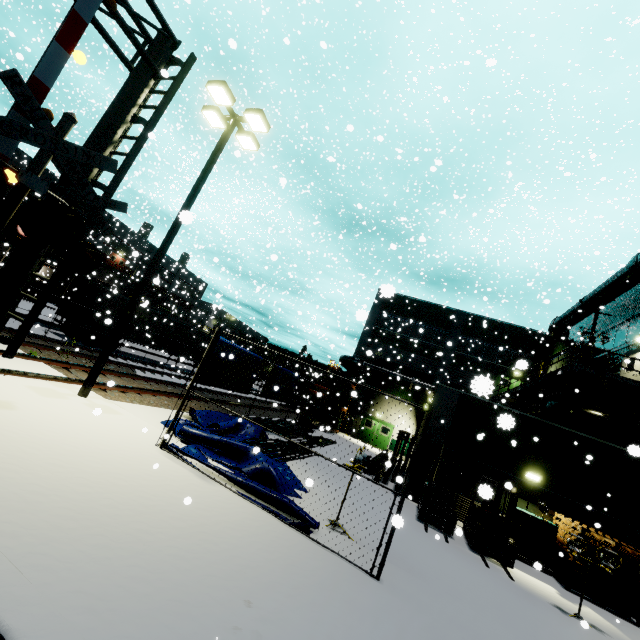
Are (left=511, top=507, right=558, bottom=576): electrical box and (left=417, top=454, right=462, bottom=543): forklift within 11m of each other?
yes

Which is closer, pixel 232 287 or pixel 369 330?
pixel 369 330

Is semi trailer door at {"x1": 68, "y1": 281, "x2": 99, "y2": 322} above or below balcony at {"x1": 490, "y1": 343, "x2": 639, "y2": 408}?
below

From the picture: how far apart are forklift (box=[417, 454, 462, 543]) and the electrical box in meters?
2.0 m

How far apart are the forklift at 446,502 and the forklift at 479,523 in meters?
0.5 m

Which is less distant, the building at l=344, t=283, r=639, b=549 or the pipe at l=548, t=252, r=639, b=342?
the building at l=344, t=283, r=639, b=549

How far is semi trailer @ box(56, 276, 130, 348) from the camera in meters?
20.5

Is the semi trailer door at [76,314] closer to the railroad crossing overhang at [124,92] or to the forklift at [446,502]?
the railroad crossing overhang at [124,92]
